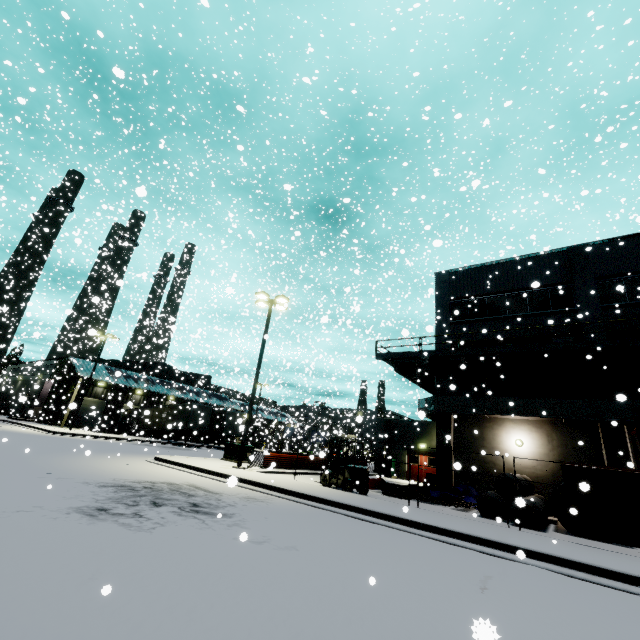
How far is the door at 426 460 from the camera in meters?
27.2 m

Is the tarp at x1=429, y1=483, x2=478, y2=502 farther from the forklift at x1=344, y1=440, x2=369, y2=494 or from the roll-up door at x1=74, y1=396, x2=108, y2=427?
the roll-up door at x1=74, y1=396, x2=108, y2=427

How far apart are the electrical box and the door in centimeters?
1419cm

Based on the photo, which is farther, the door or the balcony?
the door

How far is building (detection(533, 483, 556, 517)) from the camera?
16.0m

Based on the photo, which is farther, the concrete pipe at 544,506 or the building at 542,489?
the building at 542,489

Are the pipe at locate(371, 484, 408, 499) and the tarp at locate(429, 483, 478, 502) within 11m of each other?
yes

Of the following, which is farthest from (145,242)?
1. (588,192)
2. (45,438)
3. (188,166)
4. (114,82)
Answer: (588,192)
